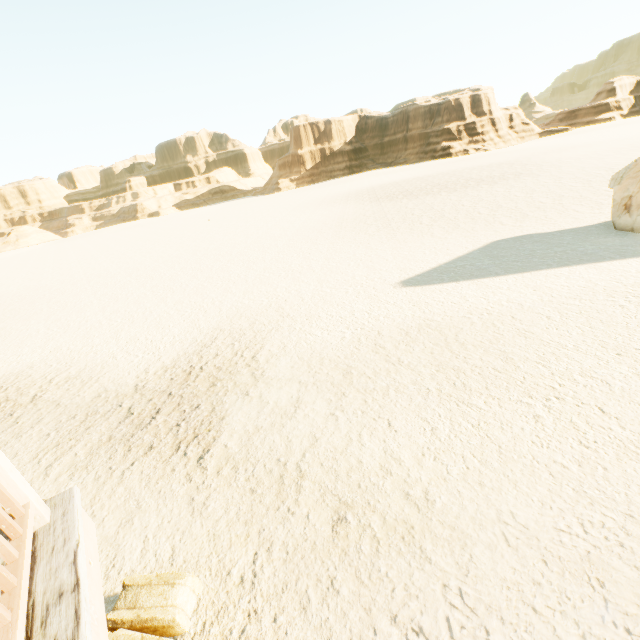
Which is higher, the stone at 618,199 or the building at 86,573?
the building at 86,573

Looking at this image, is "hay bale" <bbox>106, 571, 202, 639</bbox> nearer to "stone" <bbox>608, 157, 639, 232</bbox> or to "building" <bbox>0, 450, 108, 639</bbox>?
"building" <bbox>0, 450, 108, 639</bbox>

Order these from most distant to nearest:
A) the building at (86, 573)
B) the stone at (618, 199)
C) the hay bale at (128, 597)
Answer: the stone at (618, 199) → the hay bale at (128, 597) → the building at (86, 573)

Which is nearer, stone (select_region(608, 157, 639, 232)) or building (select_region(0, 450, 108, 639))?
building (select_region(0, 450, 108, 639))

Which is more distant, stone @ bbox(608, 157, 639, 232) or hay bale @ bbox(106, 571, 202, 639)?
stone @ bbox(608, 157, 639, 232)

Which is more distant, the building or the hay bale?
the hay bale

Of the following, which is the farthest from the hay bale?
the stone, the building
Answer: the stone

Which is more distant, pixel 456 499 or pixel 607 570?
pixel 456 499
